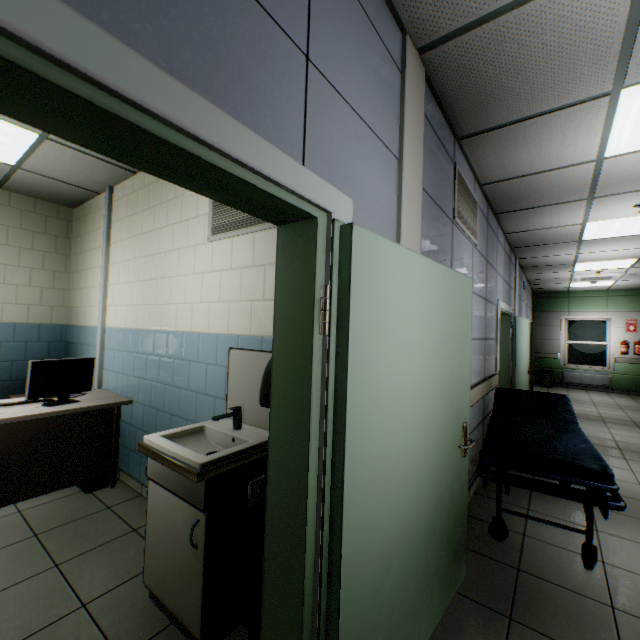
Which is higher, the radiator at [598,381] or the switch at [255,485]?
the switch at [255,485]

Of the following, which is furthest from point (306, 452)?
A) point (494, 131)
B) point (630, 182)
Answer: point (630, 182)

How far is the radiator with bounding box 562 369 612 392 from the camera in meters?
10.2 m

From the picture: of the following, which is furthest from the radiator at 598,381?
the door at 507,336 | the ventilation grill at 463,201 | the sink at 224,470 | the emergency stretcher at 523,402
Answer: the sink at 224,470

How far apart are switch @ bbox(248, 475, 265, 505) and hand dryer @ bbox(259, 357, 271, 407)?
0.3m

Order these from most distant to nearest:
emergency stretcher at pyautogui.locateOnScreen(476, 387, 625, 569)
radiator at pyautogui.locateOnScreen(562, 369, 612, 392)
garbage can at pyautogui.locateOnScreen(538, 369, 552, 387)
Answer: garbage can at pyautogui.locateOnScreen(538, 369, 552, 387)
radiator at pyautogui.locateOnScreen(562, 369, 612, 392)
emergency stretcher at pyautogui.locateOnScreen(476, 387, 625, 569)

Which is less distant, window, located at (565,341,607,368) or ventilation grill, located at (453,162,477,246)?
ventilation grill, located at (453,162,477,246)

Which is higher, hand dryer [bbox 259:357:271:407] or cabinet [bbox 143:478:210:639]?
hand dryer [bbox 259:357:271:407]
